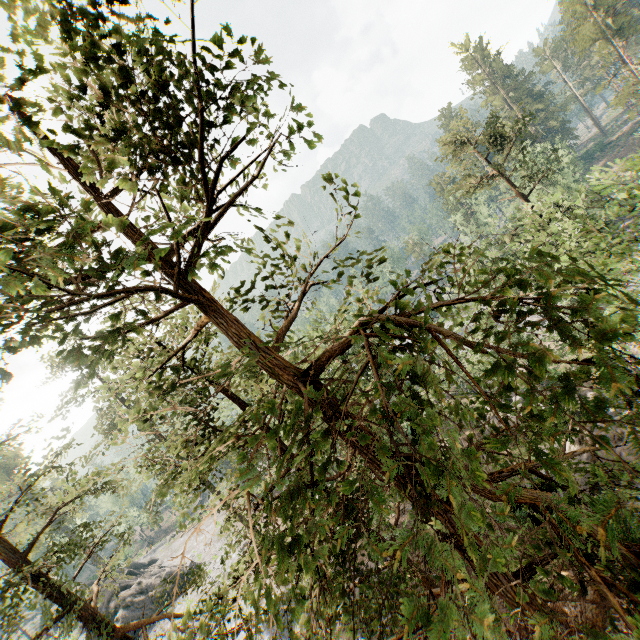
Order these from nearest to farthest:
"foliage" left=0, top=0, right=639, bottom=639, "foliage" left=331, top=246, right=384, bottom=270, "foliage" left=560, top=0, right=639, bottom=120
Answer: "foliage" left=0, top=0, right=639, bottom=639
"foliage" left=331, top=246, right=384, bottom=270
"foliage" left=560, top=0, right=639, bottom=120

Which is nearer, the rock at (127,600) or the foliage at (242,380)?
the foliage at (242,380)

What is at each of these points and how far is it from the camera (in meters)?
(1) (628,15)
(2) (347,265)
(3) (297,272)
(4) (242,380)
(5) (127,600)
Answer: (1) foliage, 39.91
(2) foliage, 5.33
(3) foliage, 6.09
(4) foliage, 26.98
(5) rock, 35.12

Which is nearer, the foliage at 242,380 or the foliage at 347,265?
the foliage at 242,380

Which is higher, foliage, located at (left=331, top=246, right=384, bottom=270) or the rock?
foliage, located at (left=331, top=246, right=384, bottom=270)

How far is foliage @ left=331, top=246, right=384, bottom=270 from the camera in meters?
5.2 m
